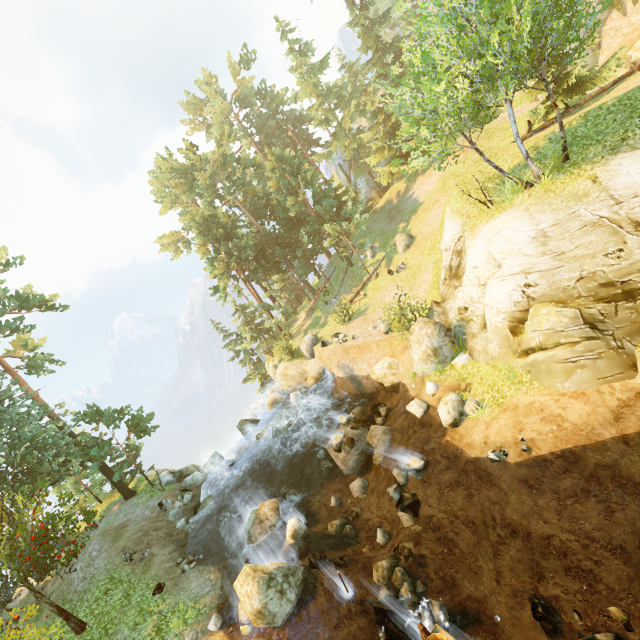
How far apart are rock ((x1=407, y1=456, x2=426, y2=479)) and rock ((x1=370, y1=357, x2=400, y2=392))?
5.7m

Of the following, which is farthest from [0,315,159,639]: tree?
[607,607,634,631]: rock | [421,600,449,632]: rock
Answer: [607,607,634,631]: rock

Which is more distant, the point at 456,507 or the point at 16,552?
the point at 16,552

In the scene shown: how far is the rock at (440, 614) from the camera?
9.0m

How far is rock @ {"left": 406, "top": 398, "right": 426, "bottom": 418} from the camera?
15.0m

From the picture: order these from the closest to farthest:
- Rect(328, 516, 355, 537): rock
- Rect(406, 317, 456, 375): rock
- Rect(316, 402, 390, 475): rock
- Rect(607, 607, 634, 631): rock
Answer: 1. Rect(607, 607, 634, 631): rock
2. Rect(328, 516, 355, 537): rock
3. Rect(406, 317, 456, 375): rock
4. Rect(316, 402, 390, 475): rock

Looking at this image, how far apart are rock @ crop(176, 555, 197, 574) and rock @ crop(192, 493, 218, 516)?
3.6 meters

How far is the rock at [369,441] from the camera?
16.1m
